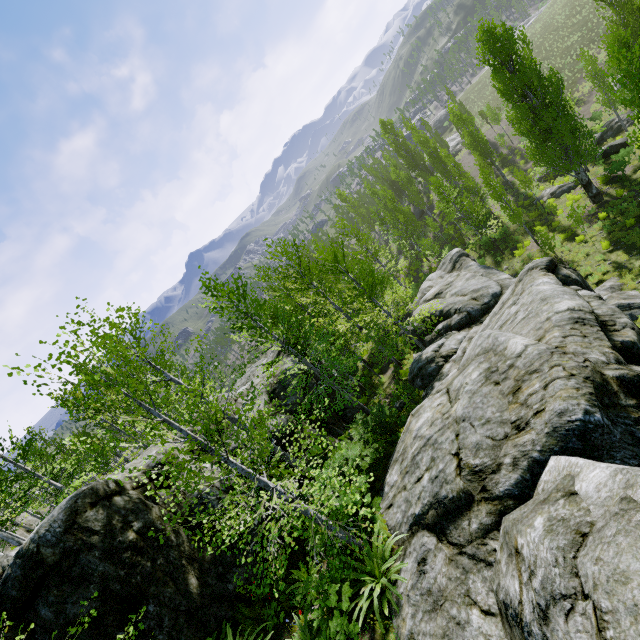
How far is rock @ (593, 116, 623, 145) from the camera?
28.3 meters

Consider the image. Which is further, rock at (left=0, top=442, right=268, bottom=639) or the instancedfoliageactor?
rock at (left=0, top=442, right=268, bottom=639)

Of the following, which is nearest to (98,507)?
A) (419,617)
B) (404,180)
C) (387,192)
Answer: (419,617)

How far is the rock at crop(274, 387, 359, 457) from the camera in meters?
14.8

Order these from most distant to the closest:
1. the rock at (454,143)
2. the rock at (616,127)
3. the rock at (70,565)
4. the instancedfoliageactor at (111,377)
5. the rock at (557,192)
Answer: the rock at (454,143) → the rock at (616,127) → the rock at (557,192) → the rock at (70,565) → the instancedfoliageactor at (111,377)

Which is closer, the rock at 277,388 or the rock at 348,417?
the rock at 348,417
